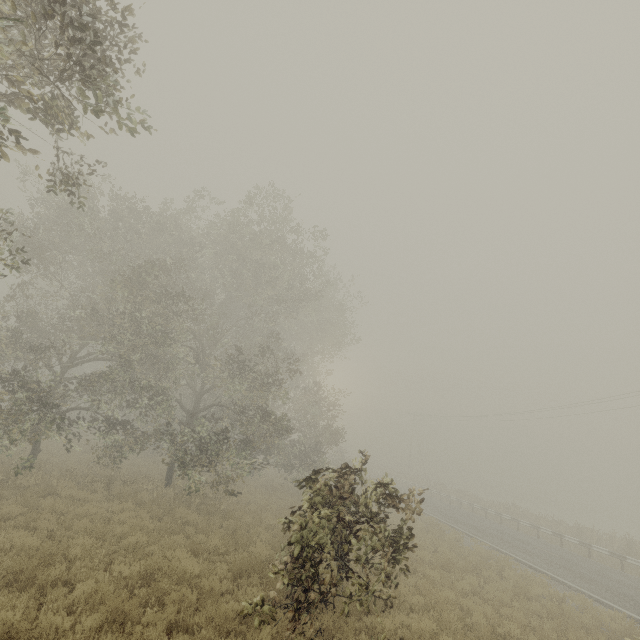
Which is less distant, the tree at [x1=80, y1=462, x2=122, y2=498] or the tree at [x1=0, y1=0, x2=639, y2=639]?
the tree at [x1=0, y1=0, x2=639, y2=639]

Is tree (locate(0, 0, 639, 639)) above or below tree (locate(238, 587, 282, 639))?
above

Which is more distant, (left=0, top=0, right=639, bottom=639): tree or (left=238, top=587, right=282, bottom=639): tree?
(left=238, top=587, right=282, bottom=639): tree

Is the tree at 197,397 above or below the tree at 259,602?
above

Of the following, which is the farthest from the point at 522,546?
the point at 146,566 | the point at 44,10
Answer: the point at 44,10

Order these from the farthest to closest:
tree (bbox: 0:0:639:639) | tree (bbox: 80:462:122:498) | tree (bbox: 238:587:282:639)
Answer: tree (bbox: 80:462:122:498), tree (bbox: 238:587:282:639), tree (bbox: 0:0:639:639)

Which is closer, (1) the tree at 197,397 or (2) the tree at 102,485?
(1) the tree at 197,397
